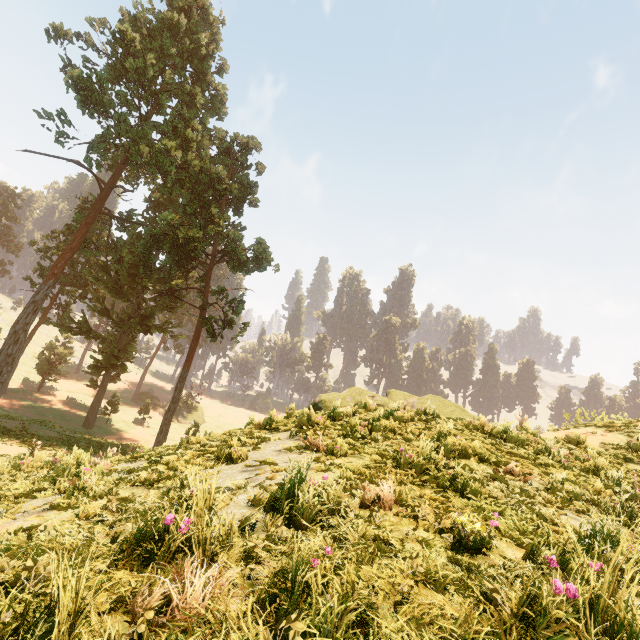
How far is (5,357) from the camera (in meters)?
23.02

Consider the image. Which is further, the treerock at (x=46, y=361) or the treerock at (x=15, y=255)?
the treerock at (x=15, y=255)

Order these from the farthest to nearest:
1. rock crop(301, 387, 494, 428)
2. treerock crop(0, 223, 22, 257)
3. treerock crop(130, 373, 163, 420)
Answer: treerock crop(0, 223, 22, 257)
treerock crop(130, 373, 163, 420)
rock crop(301, 387, 494, 428)

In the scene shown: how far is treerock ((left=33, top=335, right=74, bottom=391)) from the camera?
41.2m

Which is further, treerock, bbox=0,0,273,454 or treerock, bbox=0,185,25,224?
treerock, bbox=0,185,25,224

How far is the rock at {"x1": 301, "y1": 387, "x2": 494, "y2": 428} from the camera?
8.48m

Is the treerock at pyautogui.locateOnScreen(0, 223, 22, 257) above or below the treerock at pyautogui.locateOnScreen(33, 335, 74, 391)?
above

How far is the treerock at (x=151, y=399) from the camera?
44.75m
